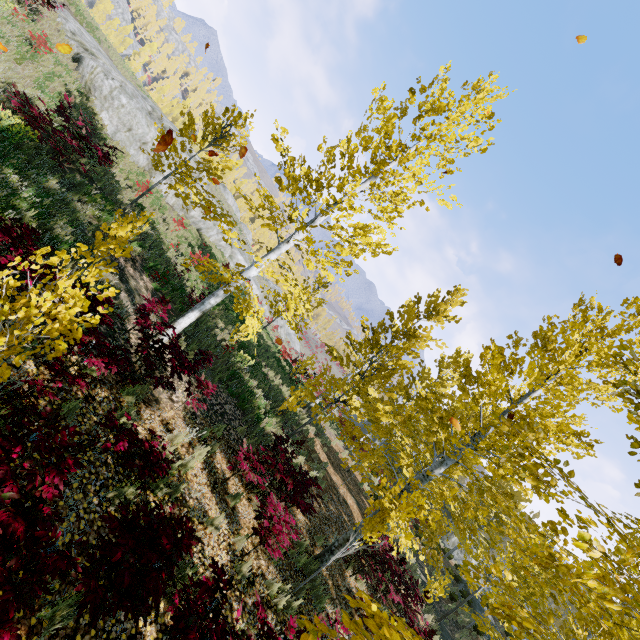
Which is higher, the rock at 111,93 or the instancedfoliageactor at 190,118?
the instancedfoliageactor at 190,118

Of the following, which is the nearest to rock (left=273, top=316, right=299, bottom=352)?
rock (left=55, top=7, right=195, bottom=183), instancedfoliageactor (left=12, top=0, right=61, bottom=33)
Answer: rock (left=55, top=7, right=195, bottom=183)

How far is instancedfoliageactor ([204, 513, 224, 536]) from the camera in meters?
5.5

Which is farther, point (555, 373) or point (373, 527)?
point (555, 373)

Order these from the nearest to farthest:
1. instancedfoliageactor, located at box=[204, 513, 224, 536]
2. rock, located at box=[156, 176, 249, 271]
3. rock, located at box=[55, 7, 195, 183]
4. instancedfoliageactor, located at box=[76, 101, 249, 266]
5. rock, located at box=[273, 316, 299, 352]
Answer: instancedfoliageactor, located at box=[204, 513, 224, 536] → instancedfoliageactor, located at box=[76, 101, 249, 266] → rock, located at box=[55, 7, 195, 183] → rock, located at box=[156, 176, 249, 271] → rock, located at box=[273, 316, 299, 352]

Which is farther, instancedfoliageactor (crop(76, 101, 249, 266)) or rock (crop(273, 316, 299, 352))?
rock (crop(273, 316, 299, 352))

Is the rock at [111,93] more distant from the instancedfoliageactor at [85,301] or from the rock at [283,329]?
the instancedfoliageactor at [85,301]
